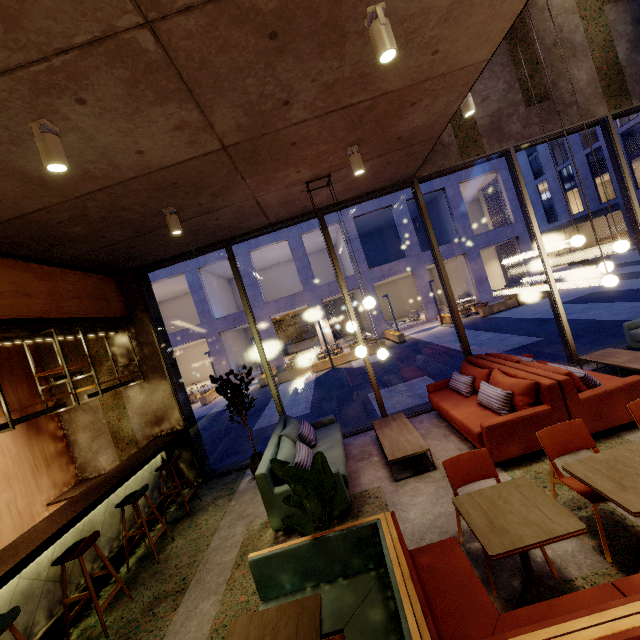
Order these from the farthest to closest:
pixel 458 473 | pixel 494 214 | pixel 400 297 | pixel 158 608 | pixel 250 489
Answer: pixel 400 297, pixel 494 214, pixel 250 489, pixel 158 608, pixel 458 473

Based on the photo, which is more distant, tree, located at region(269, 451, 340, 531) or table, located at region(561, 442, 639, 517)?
tree, located at region(269, 451, 340, 531)

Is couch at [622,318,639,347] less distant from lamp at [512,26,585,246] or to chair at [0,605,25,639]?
lamp at [512,26,585,246]

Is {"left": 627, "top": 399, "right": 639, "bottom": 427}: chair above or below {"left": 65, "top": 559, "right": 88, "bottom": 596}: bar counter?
above

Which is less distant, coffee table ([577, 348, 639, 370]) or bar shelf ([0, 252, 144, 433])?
bar shelf ([0, 252, 144, 433])

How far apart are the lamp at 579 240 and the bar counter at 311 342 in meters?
24.3

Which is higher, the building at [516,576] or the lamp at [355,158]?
the lamp at [355,158]

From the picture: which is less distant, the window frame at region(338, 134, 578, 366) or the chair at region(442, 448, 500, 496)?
the chair at region(442, 448, 500, 496)
